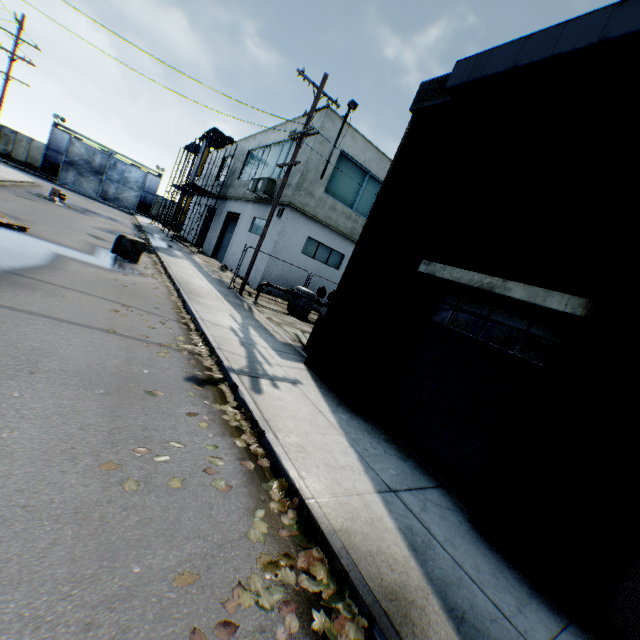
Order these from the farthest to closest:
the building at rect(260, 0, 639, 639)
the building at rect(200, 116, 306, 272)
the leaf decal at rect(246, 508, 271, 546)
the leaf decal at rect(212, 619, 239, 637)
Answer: the building at rect(200, 116, 306, 272)
the building at rect(260, 0, 639, 639)
the leaf decal at rect(246, 508, 271, 546)
the leaf decal at rect(212, 619, 239, 637)

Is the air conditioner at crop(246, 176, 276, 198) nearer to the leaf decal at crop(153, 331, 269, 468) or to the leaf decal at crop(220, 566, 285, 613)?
the leaf decal at crop(153, 331, 269, 468)

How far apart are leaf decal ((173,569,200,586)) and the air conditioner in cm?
1791

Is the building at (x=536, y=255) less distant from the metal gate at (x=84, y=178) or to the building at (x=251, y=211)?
the building at (x=251, y=211)

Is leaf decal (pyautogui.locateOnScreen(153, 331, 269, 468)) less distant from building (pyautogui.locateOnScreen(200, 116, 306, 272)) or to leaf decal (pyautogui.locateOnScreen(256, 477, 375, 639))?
leaf decal (pyautogui.locateOnScreen(256, 477, 375, 639))

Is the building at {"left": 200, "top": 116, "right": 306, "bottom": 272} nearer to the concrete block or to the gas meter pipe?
the gas meter pipe

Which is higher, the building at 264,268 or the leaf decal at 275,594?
the building at 264,268

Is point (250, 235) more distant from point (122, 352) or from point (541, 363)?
point (541, 363)
